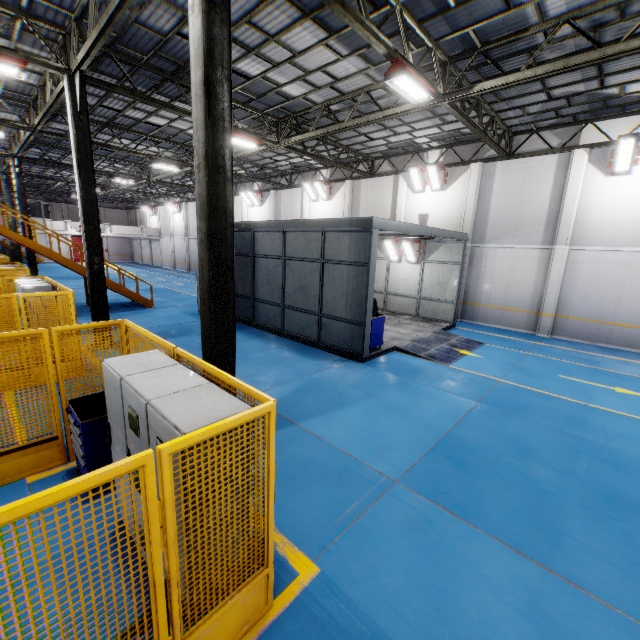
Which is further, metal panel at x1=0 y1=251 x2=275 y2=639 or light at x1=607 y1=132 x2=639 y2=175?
light at x1=607 y1=132 x2=639 y2=175

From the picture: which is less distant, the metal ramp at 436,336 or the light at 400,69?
the light at 400,69

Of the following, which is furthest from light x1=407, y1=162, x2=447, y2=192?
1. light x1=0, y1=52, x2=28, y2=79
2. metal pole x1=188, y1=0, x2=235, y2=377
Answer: light x1=0, y1=52, x2=28, y2=79

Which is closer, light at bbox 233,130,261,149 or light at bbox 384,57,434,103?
light at bbox 384,57,434,103

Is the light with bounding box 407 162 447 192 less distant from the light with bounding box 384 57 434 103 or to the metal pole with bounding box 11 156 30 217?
the light with bounding box 384 57 434 103

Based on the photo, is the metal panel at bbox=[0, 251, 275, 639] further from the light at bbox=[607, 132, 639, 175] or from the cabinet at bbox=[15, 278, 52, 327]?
the light at bbox=[607, 132, 639, 175]

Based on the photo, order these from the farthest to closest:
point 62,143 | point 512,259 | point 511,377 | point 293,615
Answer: point 62,143
point 512,259
point 511,377
point 293,615

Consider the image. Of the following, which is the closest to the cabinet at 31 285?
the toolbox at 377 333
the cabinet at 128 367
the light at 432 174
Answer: the cabinet at 128 367
